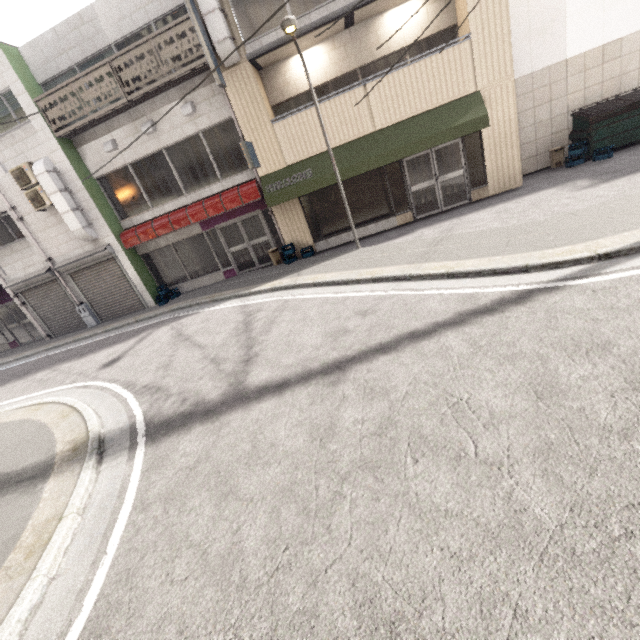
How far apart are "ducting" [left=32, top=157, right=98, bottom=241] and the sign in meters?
6.6 m

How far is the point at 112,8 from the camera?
9.5m

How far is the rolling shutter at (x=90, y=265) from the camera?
12.4m

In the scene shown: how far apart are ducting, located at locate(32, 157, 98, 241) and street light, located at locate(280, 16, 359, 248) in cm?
910

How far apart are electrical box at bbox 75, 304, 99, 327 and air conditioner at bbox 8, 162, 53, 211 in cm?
371

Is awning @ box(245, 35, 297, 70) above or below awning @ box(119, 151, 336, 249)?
above

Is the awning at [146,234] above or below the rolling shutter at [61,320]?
above

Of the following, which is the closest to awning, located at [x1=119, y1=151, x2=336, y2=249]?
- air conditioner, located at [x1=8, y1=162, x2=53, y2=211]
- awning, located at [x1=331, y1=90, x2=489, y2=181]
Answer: awning, located at [x1=331, y1=90, x2=489, y2=181]
